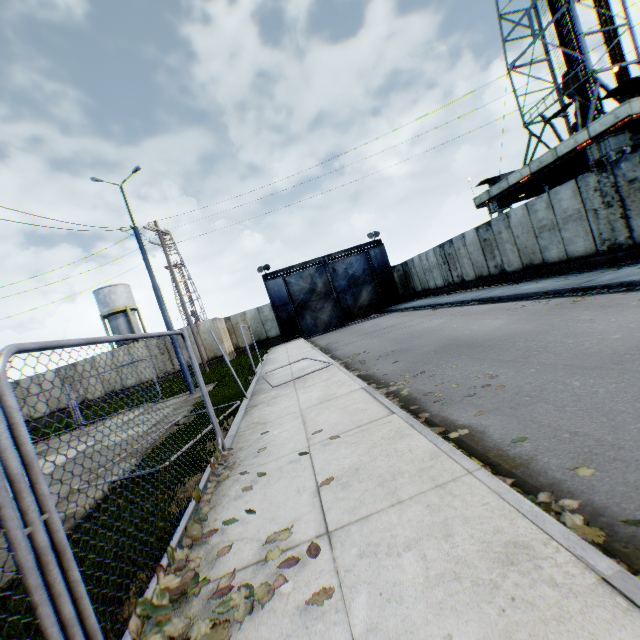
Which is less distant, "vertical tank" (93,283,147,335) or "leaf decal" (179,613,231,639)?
"leaf decal" (179,613,231,639)

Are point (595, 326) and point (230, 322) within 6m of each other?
no

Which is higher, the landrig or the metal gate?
the landrig

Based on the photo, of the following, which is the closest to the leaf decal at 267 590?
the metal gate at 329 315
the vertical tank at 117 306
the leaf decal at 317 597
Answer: the leaf decal at 317 597

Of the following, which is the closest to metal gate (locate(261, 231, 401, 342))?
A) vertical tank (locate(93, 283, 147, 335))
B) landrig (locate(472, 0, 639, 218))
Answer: landrig (locate(472, 0, 639, 218))

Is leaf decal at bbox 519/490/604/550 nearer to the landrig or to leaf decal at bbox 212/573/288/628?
leaf decal at bbox 212/573/288/628

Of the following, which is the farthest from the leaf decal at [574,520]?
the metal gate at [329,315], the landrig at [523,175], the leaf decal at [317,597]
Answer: the landrig at [523,175]

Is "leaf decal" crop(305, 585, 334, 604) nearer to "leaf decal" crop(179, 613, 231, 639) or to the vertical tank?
"leaf decal" crop(179, 613, 231, 639)
